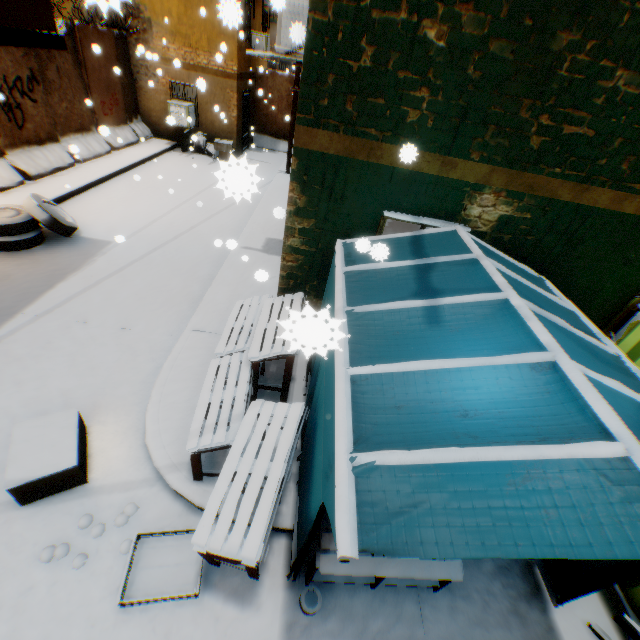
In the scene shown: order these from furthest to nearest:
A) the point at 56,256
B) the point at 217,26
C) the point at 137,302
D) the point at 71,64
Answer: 1. the point at 217,26
2. the point at 71,64
3. the point at 56,256
4. the point at 137,302

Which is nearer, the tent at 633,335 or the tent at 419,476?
the tent at 419,476

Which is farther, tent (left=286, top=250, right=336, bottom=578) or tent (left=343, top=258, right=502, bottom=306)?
tent (left=343, top=258, right=502, bottom=306)

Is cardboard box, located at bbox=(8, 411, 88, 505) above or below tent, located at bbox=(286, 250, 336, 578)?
below

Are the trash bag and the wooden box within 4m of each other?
no

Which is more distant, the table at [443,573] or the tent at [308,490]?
the table at [443,573]

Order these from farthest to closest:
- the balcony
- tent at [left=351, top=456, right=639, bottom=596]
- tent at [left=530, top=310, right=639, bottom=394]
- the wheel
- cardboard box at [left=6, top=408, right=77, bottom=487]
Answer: the wheel
the balcony
cardboard box at [left=6, top=408, right=77, bottom=487]
tent at [left=530, top=310, right=639, bottom=394]
tent at [left=351, top=456, right=639, bottom=596]

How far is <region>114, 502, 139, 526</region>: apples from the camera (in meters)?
3.13
